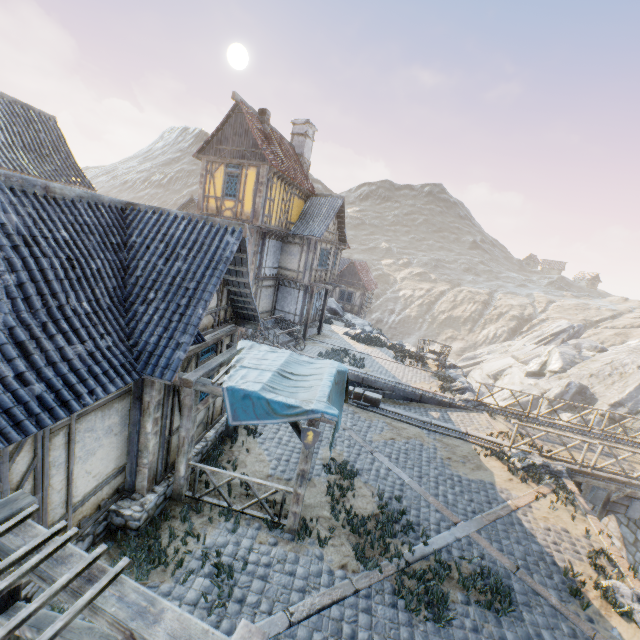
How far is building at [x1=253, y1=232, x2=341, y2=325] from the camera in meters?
20.0

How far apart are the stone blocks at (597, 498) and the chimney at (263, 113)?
22.3 meters

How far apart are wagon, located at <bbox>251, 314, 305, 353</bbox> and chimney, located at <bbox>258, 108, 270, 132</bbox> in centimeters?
1046cm

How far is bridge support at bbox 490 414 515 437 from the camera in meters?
14.2 m

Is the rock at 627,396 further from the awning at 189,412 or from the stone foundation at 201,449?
the awning at 189,412

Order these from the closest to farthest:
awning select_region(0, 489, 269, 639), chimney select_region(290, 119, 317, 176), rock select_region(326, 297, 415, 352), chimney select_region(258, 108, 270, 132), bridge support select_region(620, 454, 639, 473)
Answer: awning select_region(0, 489, 269, 639), bridge support select_region(620, 454, 639, 473), chimney select_region(258, 108, 270, 132), chimney select_region(290, 119, 317, 176), rock select_region(326, 297, 415, 352)

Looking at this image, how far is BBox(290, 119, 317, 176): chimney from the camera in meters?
22.4

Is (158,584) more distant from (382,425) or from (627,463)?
(627,463)
